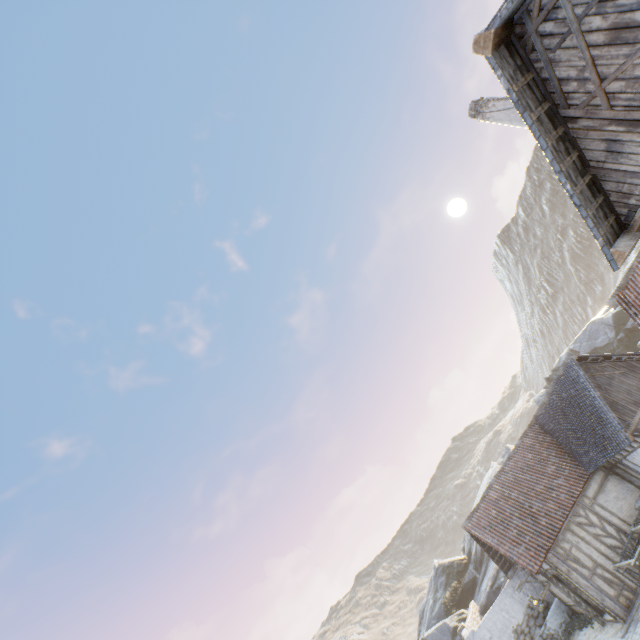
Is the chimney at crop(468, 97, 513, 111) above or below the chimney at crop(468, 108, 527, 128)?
above

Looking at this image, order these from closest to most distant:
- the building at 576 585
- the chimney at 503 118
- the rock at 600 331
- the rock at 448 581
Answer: the chimney at 503 118
the building at 576 585
the rock at 448 581
the rock at 600 331

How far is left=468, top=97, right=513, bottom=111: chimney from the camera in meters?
10.6

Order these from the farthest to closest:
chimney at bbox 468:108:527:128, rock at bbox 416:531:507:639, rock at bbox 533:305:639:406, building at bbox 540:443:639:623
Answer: rock at bbox 533:305:639:406 < rock at bbox 416:531:507:639 < building at bbox 540:443:639:623 < chimney at bbox 468:108:527:128

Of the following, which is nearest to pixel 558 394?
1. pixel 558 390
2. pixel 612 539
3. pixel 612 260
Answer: pixel 558 390

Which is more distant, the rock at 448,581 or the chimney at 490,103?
the rock at 448,581

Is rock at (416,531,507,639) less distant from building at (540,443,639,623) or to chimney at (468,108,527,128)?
building at (540,443,639,623)
